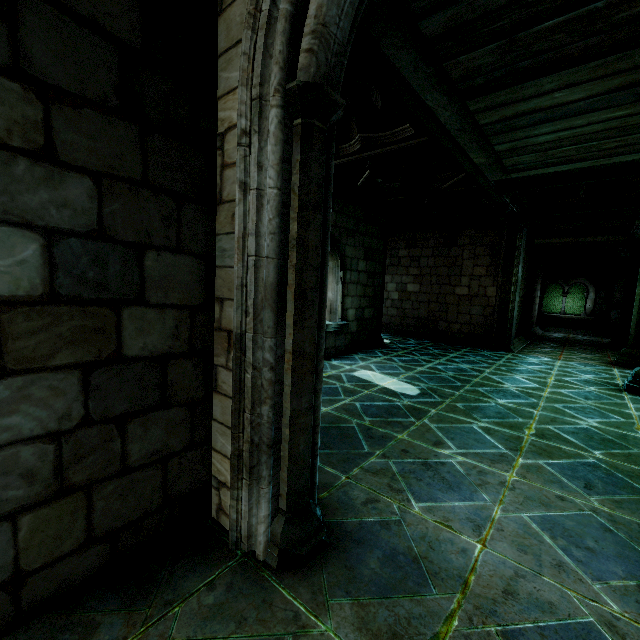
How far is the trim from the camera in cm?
1123

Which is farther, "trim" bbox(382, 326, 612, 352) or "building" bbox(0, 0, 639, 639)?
"trim" bbox(382, 326, 612, 352)

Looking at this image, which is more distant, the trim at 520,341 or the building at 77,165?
the trim at 520,341

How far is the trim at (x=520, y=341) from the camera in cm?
1123

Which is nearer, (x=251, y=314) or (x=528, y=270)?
(x=251, y=314)
